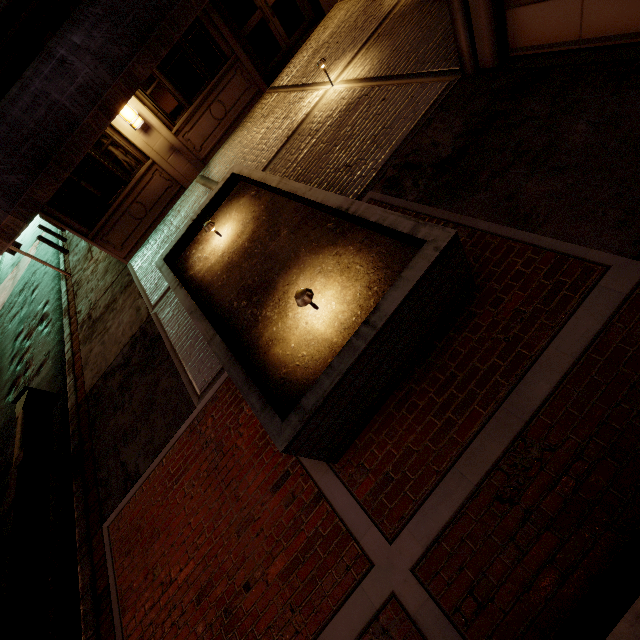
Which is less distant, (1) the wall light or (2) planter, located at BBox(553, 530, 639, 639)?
(2) planter, located at BBox(553, 530, 639, 639)

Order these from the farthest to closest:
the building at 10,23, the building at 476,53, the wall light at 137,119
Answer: the wall light at 137,119 → the building at 10,23 → the building at 476,53

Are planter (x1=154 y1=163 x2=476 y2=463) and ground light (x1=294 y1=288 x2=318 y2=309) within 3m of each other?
yes

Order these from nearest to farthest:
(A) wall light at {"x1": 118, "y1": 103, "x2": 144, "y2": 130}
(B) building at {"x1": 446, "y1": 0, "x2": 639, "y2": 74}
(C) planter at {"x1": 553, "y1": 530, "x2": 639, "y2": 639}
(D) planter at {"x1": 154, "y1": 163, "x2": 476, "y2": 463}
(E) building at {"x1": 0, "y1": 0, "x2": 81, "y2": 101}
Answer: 1. (C) planter at {"x1": 553, "y1": 530, "x2": 639, "y2": 639}
2. (D) planter at {"x1": 154, "y1": 163, "x2": 476, "y2": 463}
3. (B) building at {"x1": 446, "y1": 0, "x2": 639, "y2": 74}
4. (E) building at {"x1": 0, "y1": 0, "x2": 81, "y2": 101}
5. (A) wall light at {"x1": 118, "y1": 103, "x2": 144, "y2": 130}

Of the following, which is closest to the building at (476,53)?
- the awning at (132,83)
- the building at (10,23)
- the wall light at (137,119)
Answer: the awning at (132,83)

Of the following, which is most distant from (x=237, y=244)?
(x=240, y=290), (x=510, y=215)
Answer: (x=510, y=215)

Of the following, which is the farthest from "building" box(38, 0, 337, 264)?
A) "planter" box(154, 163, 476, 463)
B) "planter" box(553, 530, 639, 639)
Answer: "planter" box(553, 530, 639, 639)

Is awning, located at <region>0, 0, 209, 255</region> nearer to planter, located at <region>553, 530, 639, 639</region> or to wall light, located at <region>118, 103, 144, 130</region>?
wall light, located at <region>118, 103, 144, 130</region>
